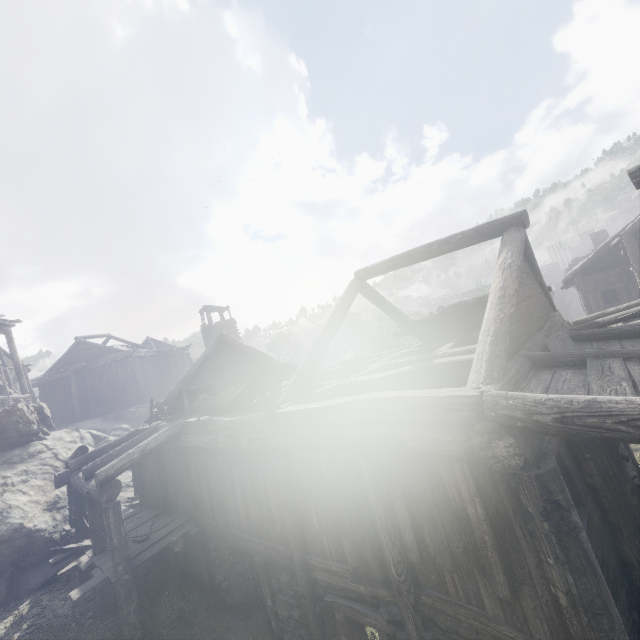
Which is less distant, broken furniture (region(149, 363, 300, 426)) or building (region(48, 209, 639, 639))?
building (region(48, 209, 639, 639))

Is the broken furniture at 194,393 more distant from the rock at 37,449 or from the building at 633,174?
the rock at 37,449

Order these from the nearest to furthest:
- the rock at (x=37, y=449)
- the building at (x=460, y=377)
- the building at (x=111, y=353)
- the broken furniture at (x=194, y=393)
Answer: the building at (x=460, y=377)
the broken furniture at (x=194, y=393)
the rock at (x=37, y=449)
the building at (x=111, y=353)

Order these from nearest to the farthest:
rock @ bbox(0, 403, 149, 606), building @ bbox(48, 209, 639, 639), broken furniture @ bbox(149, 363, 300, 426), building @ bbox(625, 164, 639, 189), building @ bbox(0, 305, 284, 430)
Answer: building @ bbox(48, 209, 639, 639)
building @ bbox(625, 164, 639, 189)
broken furniture @ bbox(149, 363, 300, 426)
rock @ bbox(0, 403, 149, 606)
building @ bbox(0, 305, 284, 430)

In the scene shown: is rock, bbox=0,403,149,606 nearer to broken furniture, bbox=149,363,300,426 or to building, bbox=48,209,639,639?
building, bbox=48,209,639,639

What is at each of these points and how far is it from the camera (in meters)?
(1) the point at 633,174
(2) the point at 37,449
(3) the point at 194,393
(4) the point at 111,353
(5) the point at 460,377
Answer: (1) building, 6.05
(2) rock, 15.17
(3) broken furniture, 11.75
(4) building, 33.19
(5) building, 6.40

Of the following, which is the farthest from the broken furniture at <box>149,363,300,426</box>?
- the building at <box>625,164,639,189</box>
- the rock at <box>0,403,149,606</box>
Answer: the rock at <box>0,403,149,606</box>

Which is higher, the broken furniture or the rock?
the broken furniture
